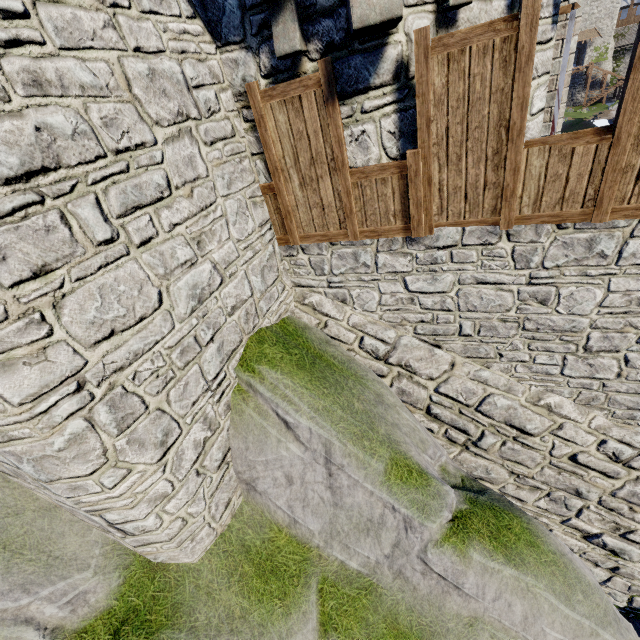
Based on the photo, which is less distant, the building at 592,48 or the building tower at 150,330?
the building tower at 150,330

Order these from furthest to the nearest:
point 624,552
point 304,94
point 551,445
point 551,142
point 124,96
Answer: point 624,552 < point 551,445 < point 304,94 < point 551,142 < point 124,96

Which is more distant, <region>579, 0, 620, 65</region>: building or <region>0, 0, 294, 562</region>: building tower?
<region>579, 0, 620, 65</region>: building
